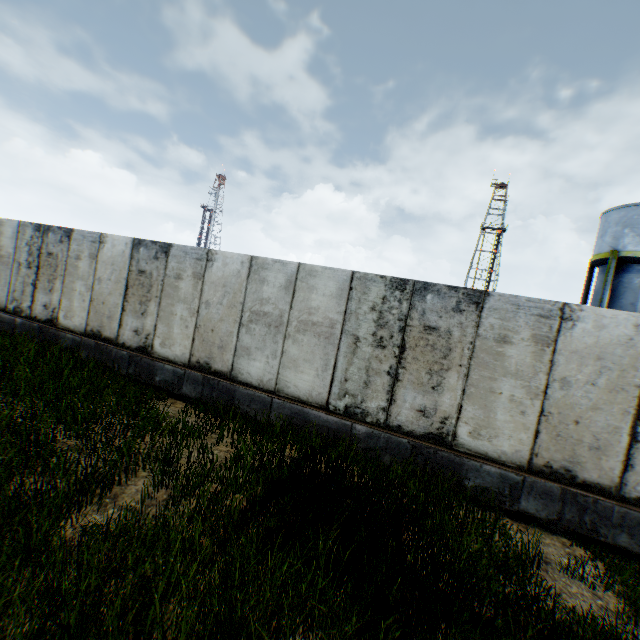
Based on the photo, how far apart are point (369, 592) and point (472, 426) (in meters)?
3.52
